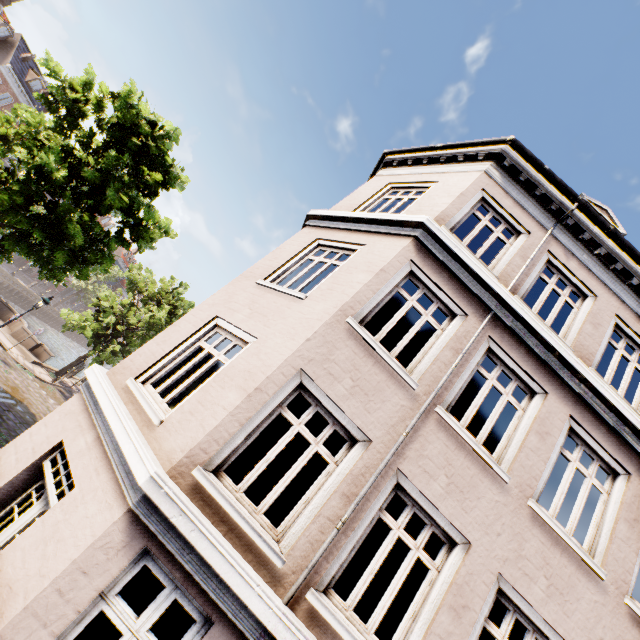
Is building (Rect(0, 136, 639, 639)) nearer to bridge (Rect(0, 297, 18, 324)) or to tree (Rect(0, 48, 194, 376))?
tree (Rect(0, 48, 194, 376))

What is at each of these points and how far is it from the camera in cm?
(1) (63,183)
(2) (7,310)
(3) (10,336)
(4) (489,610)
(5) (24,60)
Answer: (1) tree, 959
(2) bridge, 2183
(3) bridge, 2031
(4) building, 445
(5) building, 3406

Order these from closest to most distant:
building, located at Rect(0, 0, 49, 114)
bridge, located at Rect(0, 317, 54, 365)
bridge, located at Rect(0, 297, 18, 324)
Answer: bridge, located at Rect(0, 317, 54, 365)
bridge, located at Rect(0, 297, 18, 324)
building, located at Rect(0, 0, 49, 114)

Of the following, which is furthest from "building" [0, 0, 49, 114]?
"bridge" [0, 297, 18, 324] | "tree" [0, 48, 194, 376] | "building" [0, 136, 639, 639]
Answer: "building" [0, 136, 639, 639]

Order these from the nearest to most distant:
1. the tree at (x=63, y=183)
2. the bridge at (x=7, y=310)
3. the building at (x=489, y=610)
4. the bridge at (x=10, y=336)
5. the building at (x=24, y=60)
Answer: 1. the building at (x=489, y=610)
2. the tree at (x=63, y=183)
3. the bridge at (x=10, y=336)
4. the bridge at (x=7, y=310)
5. the building at (x=24, y=60)

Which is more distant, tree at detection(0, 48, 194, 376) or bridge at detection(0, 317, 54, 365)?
bridge at detection(0, 317, 54, 365)

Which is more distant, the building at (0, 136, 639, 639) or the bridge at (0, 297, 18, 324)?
the bridge at (0, 297, 18, 324)

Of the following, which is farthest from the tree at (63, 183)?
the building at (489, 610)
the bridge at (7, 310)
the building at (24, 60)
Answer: the building at (489, 610)
